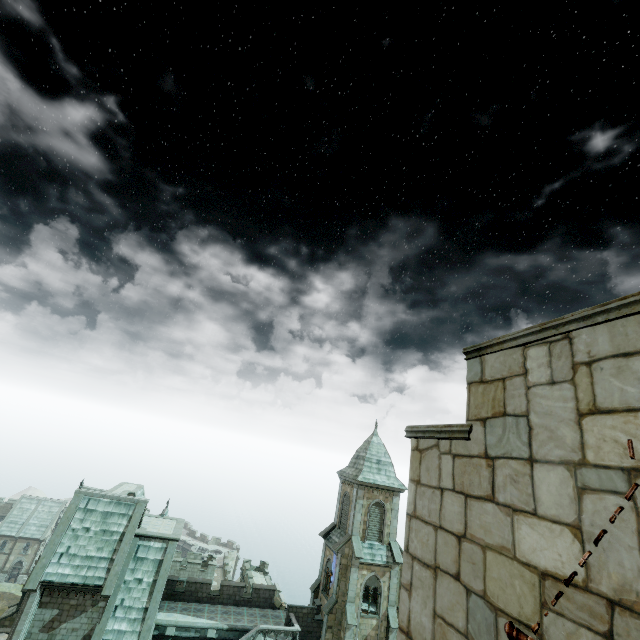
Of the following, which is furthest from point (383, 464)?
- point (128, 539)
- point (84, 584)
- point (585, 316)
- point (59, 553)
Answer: point (585, 316)
